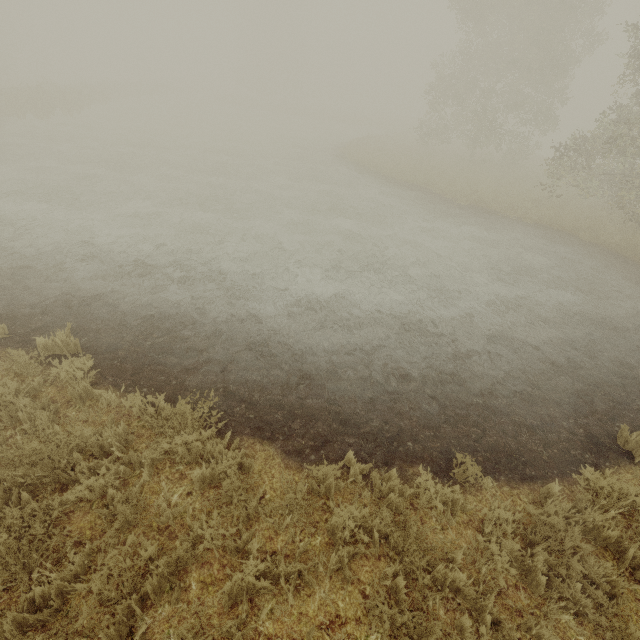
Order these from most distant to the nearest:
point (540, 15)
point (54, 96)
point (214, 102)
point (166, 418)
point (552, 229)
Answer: point (214, 102), point (54, 96), point (540, 15), point (552, 229), point (166, 418)
